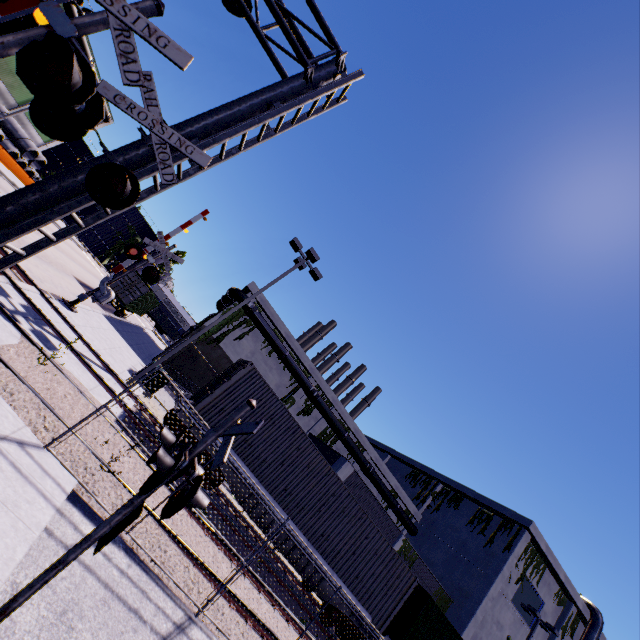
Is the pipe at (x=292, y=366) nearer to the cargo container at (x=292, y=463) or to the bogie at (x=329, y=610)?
the cargo container at (x=292, y=463)

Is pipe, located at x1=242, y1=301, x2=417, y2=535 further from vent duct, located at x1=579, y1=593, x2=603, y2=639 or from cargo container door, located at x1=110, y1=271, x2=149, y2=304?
cargo container door, located at x1=110, y1=271, x2=149, y2=304

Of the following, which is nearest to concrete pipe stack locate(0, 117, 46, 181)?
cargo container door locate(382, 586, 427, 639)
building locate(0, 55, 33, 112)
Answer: building locate(0, 55, 33, 112)

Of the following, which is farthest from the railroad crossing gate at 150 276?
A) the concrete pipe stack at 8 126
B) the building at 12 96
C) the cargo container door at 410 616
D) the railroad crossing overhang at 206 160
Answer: the concrete pipe stack at 8 126

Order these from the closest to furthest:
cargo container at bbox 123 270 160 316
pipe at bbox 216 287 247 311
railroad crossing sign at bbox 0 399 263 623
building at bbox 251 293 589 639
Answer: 1. railroad crossing sign at bbox 0 399 263 623
2. building at bbox 251 293 589 639
3. cargo container at bbox 123 270 160 316
4. pipe at bbox 216 287 247 311

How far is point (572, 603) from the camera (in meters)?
29.72

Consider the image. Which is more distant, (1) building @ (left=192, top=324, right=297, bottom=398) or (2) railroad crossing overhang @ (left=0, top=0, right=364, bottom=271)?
(1) building @ (left=192, top=324, right=297, bottom=398)

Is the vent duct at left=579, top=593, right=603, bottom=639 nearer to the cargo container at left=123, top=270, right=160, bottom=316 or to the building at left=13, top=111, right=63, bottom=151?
the building at left=13, top=111, right=63, bottom=151
